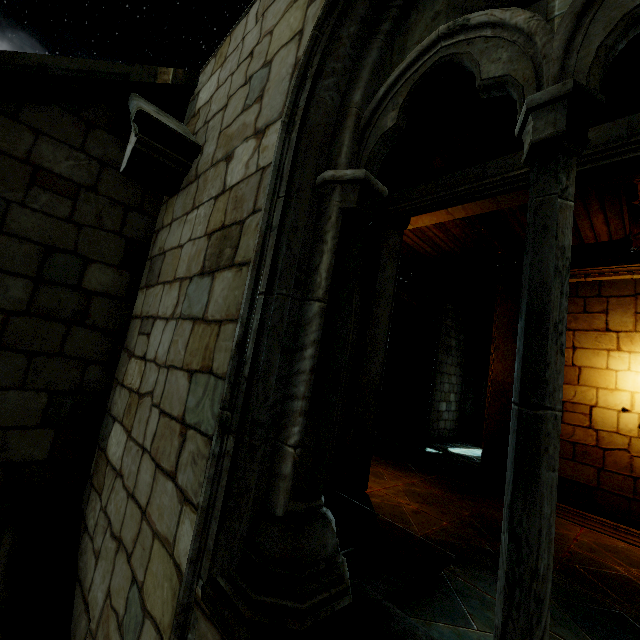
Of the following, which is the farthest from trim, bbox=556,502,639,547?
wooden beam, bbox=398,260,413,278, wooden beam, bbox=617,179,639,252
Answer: wooden beam, bbox=398,260,413,278

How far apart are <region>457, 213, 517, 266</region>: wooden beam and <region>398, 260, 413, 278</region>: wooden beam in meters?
2.3

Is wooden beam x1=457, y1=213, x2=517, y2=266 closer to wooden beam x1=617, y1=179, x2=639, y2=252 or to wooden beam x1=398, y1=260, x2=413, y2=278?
wooden beam x1=617, y1=179, x2=639, y2=252

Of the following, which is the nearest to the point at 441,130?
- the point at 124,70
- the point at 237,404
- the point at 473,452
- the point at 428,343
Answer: the point at 124,70

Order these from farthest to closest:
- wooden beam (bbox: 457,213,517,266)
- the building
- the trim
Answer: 1. wooden beam (bbox: 457,213,517,266)
2. the trim
3. the building

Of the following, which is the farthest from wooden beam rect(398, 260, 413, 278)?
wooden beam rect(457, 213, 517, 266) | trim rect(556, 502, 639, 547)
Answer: trim rect(556, 502, 639, 547)

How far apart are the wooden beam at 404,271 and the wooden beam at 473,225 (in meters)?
2.33

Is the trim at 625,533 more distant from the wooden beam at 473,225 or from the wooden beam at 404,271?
the wooden beam at 404,271
